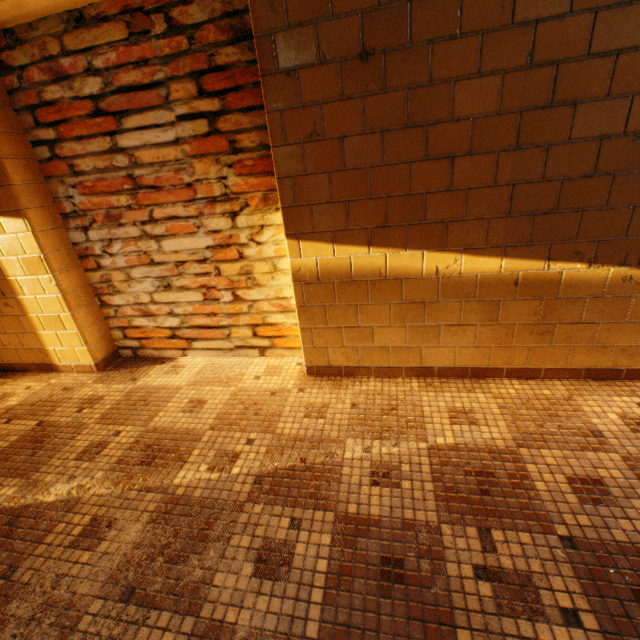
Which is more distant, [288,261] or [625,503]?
[288,261]
